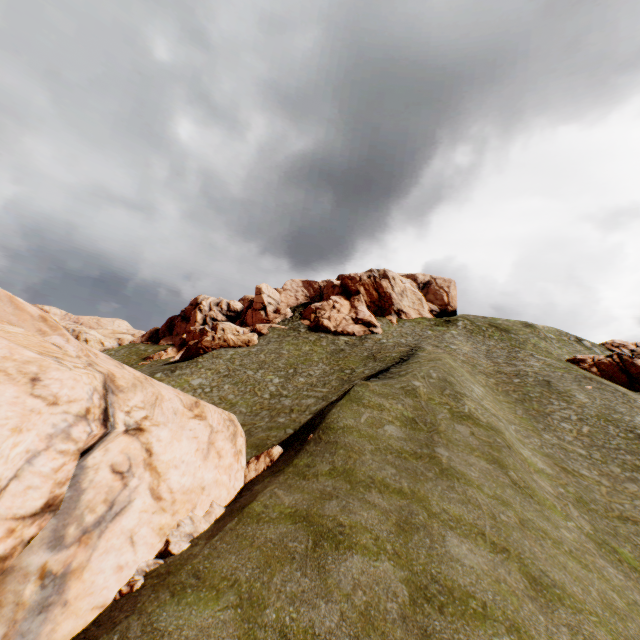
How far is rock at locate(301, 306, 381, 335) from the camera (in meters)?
54.31

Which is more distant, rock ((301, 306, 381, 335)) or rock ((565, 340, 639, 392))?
rock ((301, 306, 381, 335))

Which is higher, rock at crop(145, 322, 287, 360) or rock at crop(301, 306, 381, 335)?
rock at crop(301, 306, 381, 335)

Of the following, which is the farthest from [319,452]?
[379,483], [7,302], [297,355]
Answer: [297,355]

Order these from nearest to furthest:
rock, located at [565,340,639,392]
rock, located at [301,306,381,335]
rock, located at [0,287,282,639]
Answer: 1. rock, located at [0,287,282,639]
2. rock, located at [565,340,639,392]
3. rock, located at [301,306,381,335]

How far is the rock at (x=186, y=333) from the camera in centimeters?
4628cm

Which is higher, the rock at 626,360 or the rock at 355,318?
the rock at 355,318
